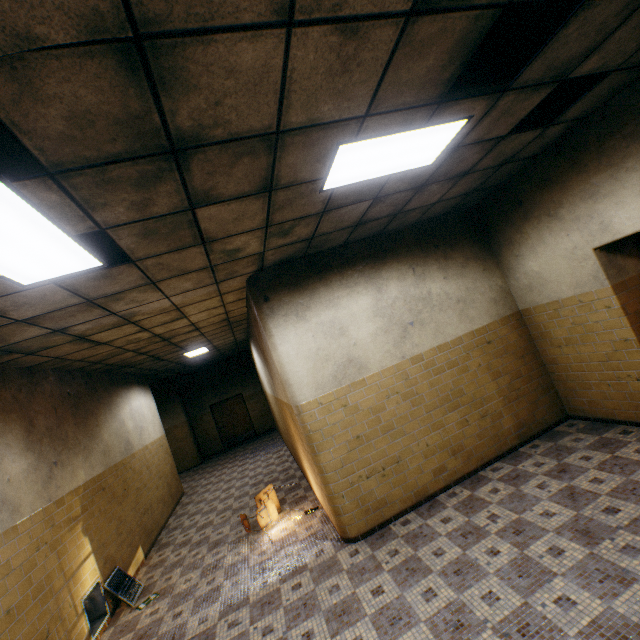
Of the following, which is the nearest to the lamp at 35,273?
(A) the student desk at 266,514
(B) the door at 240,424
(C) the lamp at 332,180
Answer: (C) the lamp at 332,180

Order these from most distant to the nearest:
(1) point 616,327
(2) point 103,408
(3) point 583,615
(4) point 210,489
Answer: (4) point 210,489, (2) point 103,408, (1) point 616,327, (3) point 583,615

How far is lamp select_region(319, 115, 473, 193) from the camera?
2.64m

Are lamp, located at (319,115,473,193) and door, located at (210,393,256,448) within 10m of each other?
no

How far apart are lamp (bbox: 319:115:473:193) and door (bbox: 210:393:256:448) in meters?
14.1 m

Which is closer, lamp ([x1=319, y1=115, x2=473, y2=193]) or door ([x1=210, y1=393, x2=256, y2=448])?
lamp ([x1=319, y1=115, x2=473, y2=193])

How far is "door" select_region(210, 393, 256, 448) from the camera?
15.3m

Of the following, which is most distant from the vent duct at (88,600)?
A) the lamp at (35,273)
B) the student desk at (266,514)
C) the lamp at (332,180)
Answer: the lamp at (332,180)
